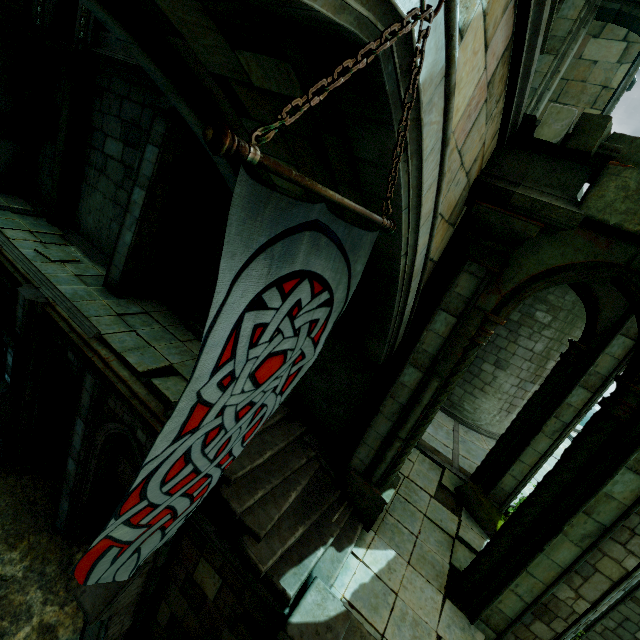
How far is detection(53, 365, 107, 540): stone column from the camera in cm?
686

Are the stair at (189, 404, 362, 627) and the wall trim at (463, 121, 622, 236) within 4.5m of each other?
no

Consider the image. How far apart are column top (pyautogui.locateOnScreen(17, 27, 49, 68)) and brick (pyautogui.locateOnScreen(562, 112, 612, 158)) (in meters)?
15.97

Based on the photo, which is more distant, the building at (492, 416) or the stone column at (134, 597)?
the building at (492, 416)

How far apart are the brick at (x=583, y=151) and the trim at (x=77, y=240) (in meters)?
10.59

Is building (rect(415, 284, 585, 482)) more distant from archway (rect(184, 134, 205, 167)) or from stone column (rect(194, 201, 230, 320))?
archway (rect(184, 134, 205, 167))

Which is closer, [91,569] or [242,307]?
[242,307]

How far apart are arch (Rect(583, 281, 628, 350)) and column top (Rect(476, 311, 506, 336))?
3.51m
